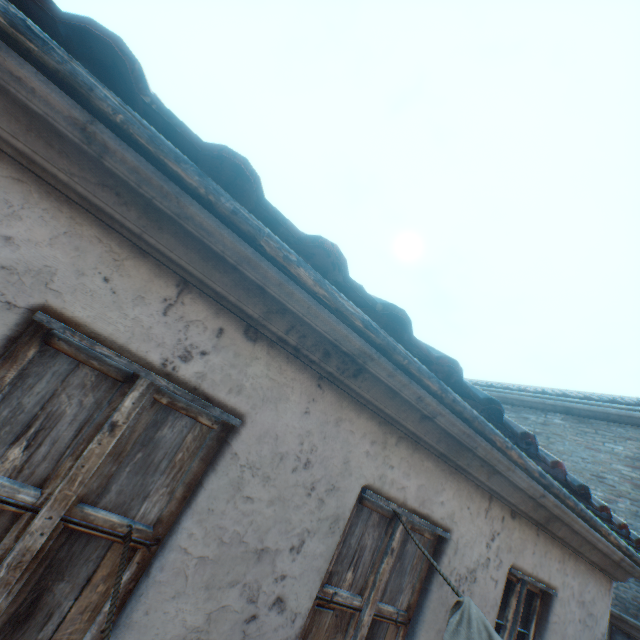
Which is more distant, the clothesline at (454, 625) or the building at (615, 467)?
the building at (615, 467)

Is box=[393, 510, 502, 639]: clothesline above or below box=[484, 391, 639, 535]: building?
below

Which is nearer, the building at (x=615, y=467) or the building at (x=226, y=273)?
the building at (x=226, y=273)

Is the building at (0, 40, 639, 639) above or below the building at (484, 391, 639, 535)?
below

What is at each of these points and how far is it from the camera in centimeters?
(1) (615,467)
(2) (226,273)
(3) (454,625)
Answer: (1) building, 730cm
(2) building, 157cm
(3) clothesline, 168cm

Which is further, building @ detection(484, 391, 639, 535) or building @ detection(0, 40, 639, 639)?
building @ detection(484, 391, 639, 535)

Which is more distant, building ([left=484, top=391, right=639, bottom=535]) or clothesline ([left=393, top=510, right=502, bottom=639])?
building ([left=484, top=391, right=639, bottom=535])
